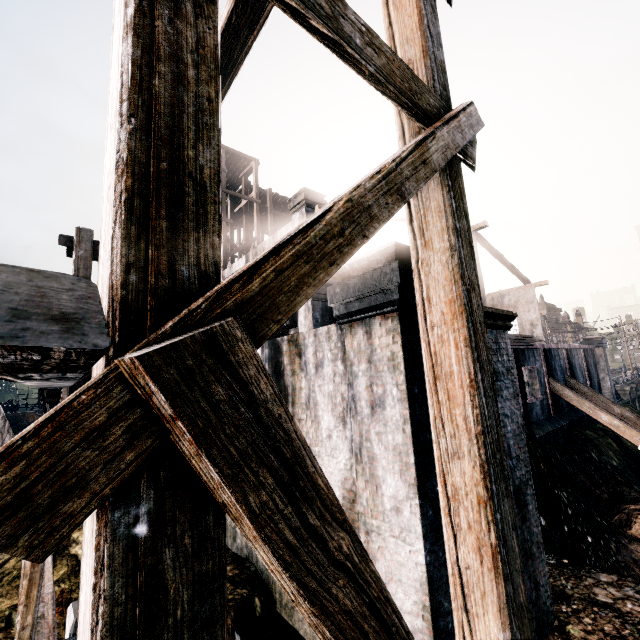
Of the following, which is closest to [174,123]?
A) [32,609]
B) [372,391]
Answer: [372,391]

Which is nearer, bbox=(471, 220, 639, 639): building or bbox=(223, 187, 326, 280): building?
bbox=(471, 220, 639, 639): building

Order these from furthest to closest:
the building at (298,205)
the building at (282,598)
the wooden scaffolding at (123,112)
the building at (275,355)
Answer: the building at (298,205) < the building at (282,598) < the building at (275,355) < the wooden scaffolding at (123,112)

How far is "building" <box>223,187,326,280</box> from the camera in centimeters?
1508cm

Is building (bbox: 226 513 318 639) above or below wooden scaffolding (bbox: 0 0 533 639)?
below

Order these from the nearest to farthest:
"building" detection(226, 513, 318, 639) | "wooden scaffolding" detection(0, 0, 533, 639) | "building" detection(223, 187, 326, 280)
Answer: "wooden scaffolding" detection(0, 0, 533, 639) → "building" detection(226, 513, 318, 639) → "building" detection(223, 187, 326, 280)

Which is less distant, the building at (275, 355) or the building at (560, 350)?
the building at (275, 355)
